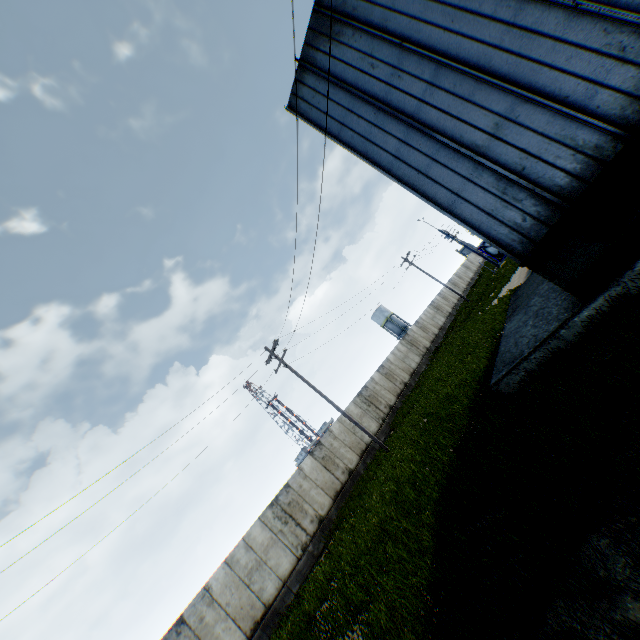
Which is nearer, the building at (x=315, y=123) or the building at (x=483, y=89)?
the building at (x=483, y=89)

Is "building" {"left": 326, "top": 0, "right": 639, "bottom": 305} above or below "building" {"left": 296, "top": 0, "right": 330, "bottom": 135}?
below

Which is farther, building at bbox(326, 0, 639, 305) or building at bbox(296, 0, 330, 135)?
building at bbox(296, 0, 330, 135)

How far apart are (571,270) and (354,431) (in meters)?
18.96

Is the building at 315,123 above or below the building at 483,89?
above
